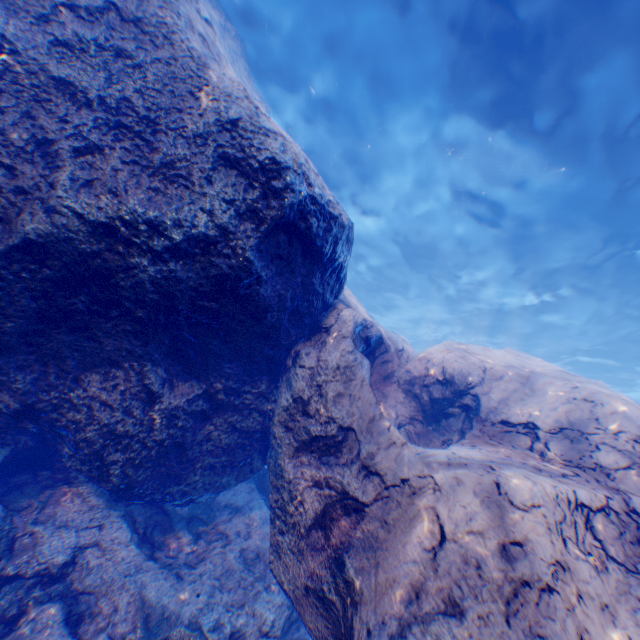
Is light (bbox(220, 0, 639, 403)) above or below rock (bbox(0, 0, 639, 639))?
above

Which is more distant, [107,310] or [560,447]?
[560,447]

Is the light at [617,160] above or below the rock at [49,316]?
above

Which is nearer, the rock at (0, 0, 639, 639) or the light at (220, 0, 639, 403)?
the rock at (0, 0, 639, 639)

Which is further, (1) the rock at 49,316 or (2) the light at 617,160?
(2) the light at 617,160
